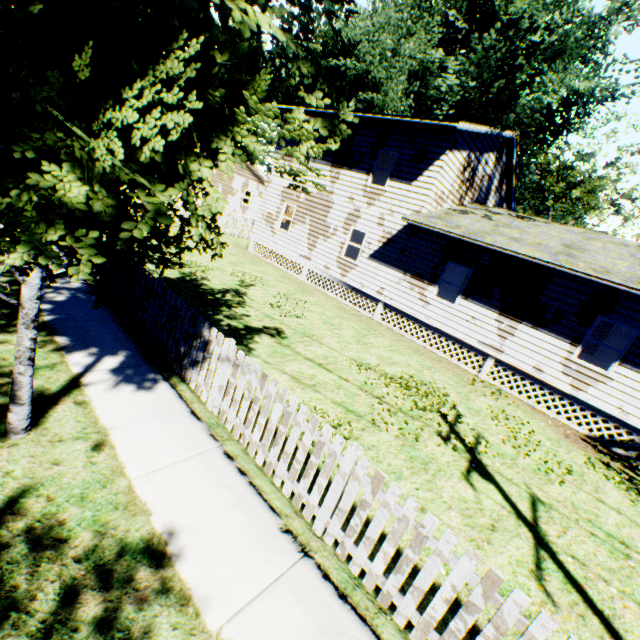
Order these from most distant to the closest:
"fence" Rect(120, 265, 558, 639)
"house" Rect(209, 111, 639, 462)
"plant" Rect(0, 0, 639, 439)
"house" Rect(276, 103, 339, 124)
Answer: "house" Rect(276, 103, 339, 124), "house" Rect(209, 111, 639, 462), "fence" Rect(120, 265, 558, 639), "plant" Rect(0, 0, 639, 439)

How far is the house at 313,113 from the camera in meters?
14.8 m

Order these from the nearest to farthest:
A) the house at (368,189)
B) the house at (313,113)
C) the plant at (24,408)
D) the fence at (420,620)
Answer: the plant at (24,408)
the fence at (420,620)
the house at (368,189)
the house at (313,113)

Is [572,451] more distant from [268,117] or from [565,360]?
[268,117]

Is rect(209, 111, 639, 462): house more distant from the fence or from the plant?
the fence

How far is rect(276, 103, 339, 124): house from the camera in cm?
1477

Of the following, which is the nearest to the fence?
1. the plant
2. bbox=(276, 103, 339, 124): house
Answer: the plant
